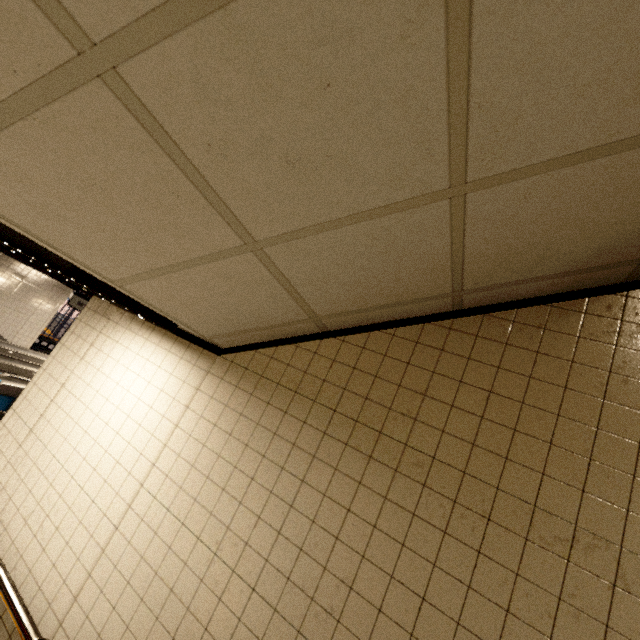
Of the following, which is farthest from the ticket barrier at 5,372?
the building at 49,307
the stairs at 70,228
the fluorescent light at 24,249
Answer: the stairs at 70,228

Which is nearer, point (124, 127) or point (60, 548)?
point (124, 127)

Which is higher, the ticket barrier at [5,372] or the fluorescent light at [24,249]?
the fluorescent light at [24,249]

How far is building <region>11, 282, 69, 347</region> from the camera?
9.77m

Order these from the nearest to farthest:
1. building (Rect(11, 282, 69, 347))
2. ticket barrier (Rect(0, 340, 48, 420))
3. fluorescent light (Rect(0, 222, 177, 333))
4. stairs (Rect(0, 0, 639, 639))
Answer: stairs (Rect(0, 0, 639, 639)) < fluorescent light (Rect(0, 222, 177, 333)) < ticket barrier (Rect(0, 340, 48, 420)) < building (Rect(11, 282, 69, 347))

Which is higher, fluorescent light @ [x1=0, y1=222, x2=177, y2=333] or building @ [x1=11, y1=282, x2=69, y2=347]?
fluorescent light @ [x1=0, y1=222, x2=177, y2=333]

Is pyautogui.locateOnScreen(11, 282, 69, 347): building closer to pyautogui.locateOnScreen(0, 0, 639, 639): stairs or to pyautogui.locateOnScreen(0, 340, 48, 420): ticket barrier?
pyautogui.locateOnScreen(0, 340, 48, 420): ticket barrier
